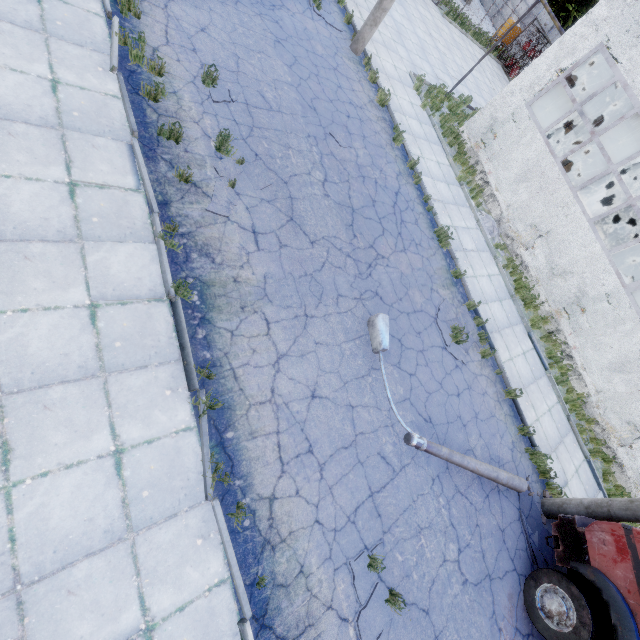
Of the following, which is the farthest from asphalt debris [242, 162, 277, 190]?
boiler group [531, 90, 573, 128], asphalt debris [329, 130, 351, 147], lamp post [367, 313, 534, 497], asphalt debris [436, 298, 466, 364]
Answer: boiler group [531, 90, 573, 128]

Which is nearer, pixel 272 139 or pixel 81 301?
pixel 81 301

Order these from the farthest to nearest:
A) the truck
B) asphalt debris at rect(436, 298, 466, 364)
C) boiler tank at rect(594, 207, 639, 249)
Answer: boiler tank at rect(594, 207, 639, 249) < asphalt debris at rect(436, 298, 466, 364) < the truck

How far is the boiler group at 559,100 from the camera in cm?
1309

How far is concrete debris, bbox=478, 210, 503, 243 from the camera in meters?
13.1 m

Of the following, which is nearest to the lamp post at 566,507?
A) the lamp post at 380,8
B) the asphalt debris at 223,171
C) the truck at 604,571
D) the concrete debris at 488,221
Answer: the truck at 604,571

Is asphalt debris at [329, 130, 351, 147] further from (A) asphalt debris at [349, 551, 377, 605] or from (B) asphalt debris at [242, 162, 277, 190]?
(A) asphalt debris at [349, 551, 377, 605]

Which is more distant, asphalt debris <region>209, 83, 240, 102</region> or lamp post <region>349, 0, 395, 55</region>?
lamp post <region>349, 0, 395, 55</region>
